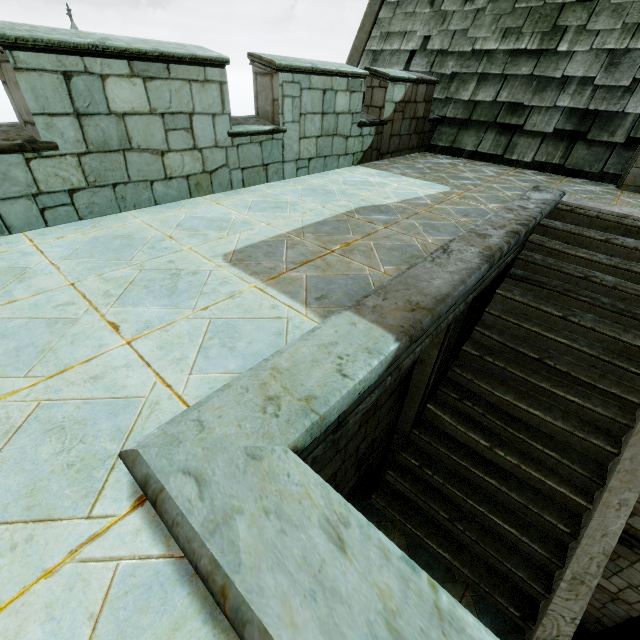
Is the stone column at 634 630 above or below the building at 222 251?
below

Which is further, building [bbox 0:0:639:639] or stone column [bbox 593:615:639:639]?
stone column [bbox 593:615:639:639]

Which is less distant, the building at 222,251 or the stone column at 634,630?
the building at 222,251

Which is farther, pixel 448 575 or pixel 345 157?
pixel 345 157

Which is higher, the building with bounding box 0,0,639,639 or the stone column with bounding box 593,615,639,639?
the building with bounding box 0,0,639,639
